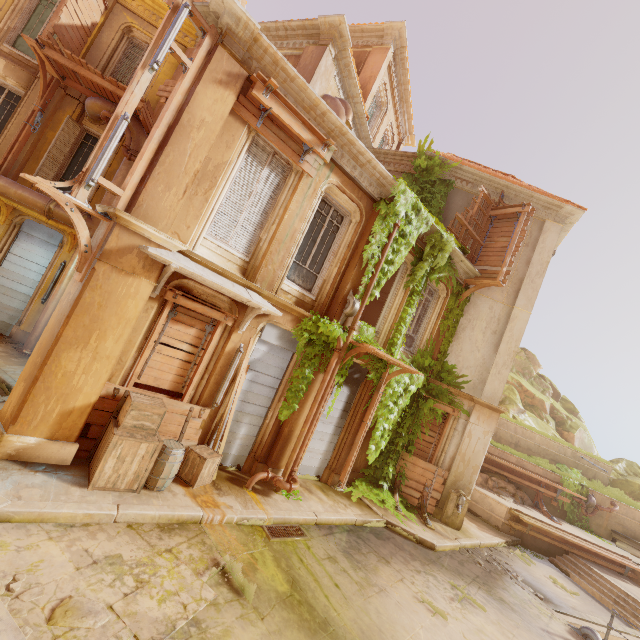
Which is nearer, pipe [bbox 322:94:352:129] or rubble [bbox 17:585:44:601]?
rubble [bbox 17:585:44:601]

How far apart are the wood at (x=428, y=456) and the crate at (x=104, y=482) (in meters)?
8.87

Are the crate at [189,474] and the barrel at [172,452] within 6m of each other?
yes

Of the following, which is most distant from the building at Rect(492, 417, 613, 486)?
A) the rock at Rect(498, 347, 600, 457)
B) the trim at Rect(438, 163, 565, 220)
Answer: the trim at Rect(438, 163, 565, 220)

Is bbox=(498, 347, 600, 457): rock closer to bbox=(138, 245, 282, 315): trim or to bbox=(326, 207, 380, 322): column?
bbox=(326, 207, 380, 322): column

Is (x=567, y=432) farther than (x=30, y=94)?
Yes

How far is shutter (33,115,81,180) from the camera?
10.8 meters

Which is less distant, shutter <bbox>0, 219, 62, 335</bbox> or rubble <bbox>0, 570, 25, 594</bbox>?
rubble <bbox>0, 570, 25, 594</bbox>
